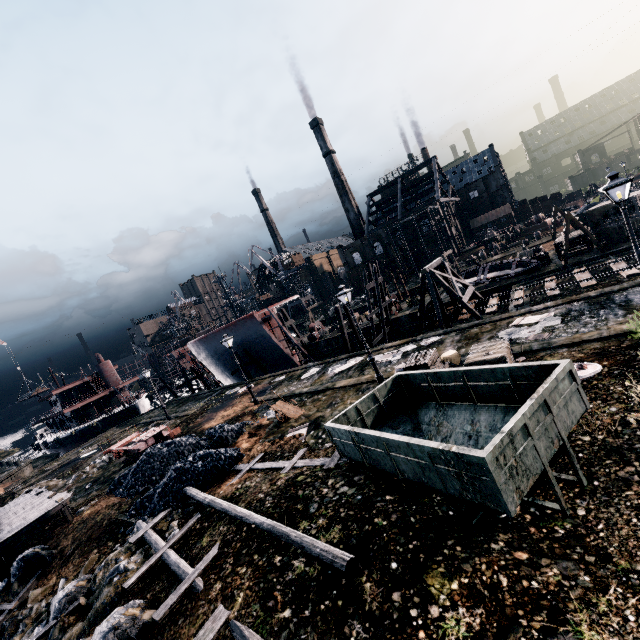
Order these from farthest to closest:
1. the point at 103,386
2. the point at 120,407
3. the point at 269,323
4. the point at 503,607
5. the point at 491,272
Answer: the point at 103,386
the point at 120,407
the point at 269,323
the point at 491,272
the point at 503,607

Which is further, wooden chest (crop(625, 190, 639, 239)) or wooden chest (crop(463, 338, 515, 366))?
wooden chest (crop(625, 190, 639, 239))

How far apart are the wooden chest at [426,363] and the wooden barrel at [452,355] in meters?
0.3 m

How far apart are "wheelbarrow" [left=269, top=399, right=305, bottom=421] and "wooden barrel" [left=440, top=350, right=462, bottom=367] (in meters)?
8.57

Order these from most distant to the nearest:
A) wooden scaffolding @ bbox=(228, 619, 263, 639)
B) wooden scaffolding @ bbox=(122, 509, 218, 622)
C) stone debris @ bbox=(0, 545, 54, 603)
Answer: stone debris @ bbox=(0, 545, 54, 603) < wooden scaffolding @ bbox=(122, 509, 218, 622) < wooden scaffolding @ bbox=(228, 619, 263, 639)

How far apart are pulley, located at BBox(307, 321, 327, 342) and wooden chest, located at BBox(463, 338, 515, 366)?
30.78m

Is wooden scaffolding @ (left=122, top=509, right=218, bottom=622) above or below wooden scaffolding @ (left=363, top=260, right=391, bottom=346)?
below

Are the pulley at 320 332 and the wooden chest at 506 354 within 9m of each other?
no
